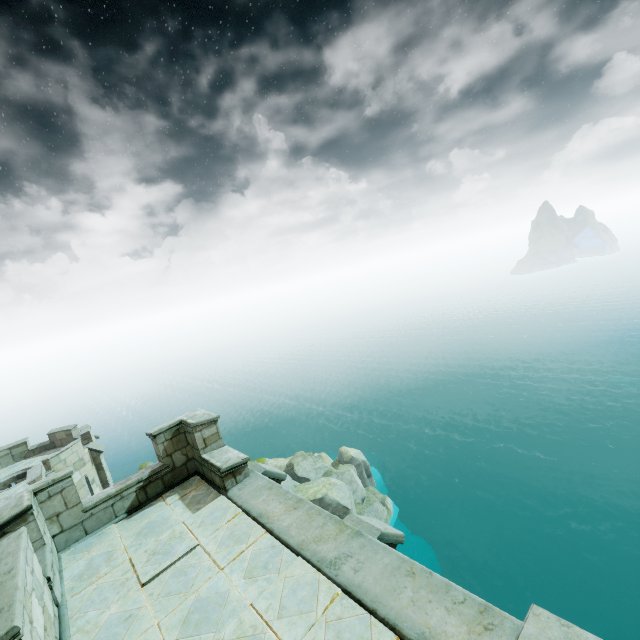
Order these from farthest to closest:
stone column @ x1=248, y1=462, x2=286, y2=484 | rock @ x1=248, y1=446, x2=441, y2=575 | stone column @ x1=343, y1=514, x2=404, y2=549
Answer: rock @ x1=248, y1=446, x2=441, y2=575
stone column @ x1=248, y1=462, x2=286, y2=484
stone column @ x1=343, y1=514, x2=404, y2=549

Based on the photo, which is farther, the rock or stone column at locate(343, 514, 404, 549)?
the rock

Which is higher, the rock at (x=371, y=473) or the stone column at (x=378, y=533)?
the stone column at (x=378, y=533)

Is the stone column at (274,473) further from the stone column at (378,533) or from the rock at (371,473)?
the rock at (371,473)

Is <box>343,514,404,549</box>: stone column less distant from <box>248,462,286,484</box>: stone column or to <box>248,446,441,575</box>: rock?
<box>248,462,286,484</box>: stone column

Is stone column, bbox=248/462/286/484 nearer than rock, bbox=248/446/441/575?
Yes

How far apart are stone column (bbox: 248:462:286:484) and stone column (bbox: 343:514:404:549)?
2.56m

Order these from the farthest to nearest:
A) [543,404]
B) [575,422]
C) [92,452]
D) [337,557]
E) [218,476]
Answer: [543,404] < [575,422] < [92,452] < [218,476] < [337,557]
